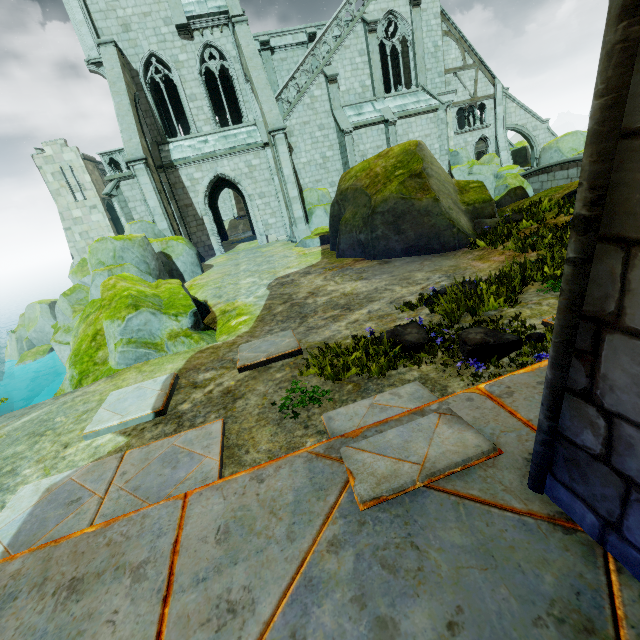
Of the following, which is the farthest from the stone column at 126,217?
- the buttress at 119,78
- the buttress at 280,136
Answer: the buttress at 280,136

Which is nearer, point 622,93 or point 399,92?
point 622,93

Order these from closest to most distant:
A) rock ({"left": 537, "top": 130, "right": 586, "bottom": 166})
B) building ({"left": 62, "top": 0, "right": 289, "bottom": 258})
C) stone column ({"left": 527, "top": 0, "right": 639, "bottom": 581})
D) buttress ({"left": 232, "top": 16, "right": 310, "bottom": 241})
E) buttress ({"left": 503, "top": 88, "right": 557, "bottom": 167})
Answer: stone column ({"left": 527, "top": 0, "right": 639, "bottom": 581}), buttress ({"left": 232, "top": 16, "right": 310, "bottom": 241}), building ({"left": 62, "top": 0, "right": 289, "bottom": 258}), rock ({"left": 537, "top": 130, "right": 586, "bottom": 166}), buttress ({"left": 503, "top": 88, "right": 557, "bottom": 167})

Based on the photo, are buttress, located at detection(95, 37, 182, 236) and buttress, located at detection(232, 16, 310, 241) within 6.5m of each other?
yes

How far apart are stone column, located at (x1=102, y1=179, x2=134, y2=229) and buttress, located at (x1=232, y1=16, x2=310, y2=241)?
9.7m

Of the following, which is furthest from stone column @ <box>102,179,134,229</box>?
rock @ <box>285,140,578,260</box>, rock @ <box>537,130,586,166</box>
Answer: rock @ <box>537,130,586,166</box>

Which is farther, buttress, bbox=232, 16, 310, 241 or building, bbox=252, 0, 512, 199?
A: building, bbox=252, 0, 512, 199

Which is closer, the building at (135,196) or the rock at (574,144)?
the building at (135,196)
